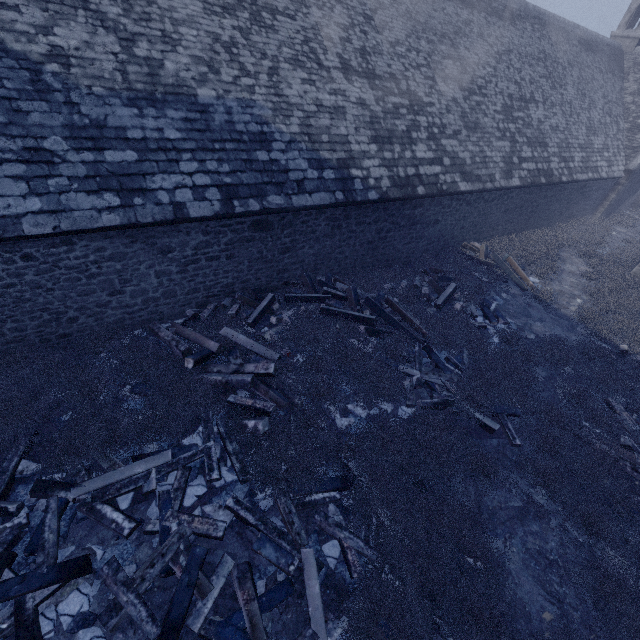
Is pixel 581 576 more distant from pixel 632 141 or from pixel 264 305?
pixel 632 141

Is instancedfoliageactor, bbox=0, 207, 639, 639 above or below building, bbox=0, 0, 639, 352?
below

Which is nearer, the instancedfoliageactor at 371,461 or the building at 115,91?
the instancedfoliageactor at 371,461

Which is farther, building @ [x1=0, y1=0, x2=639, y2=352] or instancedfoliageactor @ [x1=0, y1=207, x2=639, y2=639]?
building @ [x1=0, y1=0, x2=639, y2=352]

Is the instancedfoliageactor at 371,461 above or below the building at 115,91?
below
